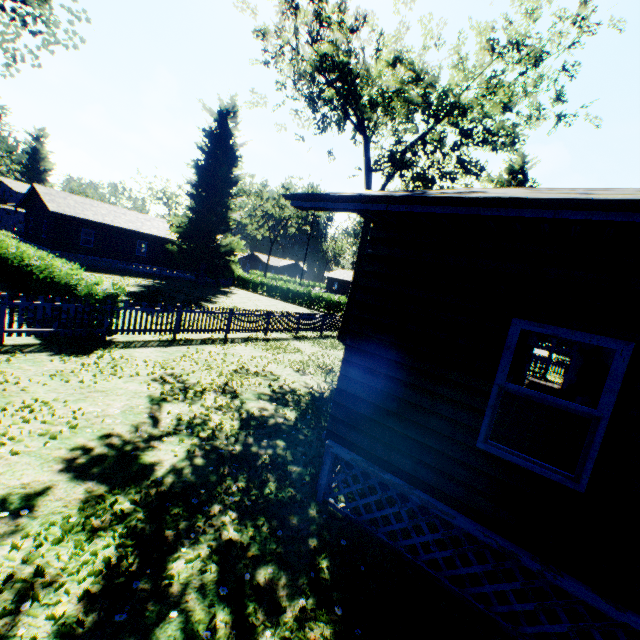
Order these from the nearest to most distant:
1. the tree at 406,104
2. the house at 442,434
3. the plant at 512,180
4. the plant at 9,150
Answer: the house at 442,434 → the tree at 406,104 → the plant at 512,180 → the plant at 9,150

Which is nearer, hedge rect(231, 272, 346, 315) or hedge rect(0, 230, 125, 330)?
hedge rect(0, 230, 125, 330)

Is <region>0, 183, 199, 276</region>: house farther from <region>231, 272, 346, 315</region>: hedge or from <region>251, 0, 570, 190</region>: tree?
<region>251, 0, 570, 190</region>: tree

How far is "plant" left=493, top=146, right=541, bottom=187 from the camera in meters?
24.2 m

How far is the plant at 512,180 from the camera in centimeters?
2418cm

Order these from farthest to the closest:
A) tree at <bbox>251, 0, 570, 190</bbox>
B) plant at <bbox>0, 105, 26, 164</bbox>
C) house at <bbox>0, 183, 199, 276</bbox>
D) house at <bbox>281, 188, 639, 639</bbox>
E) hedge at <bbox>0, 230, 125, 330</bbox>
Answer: plant at <bbox>0, 105, 26, 164</bbox> < house at <bbox>0, 183, 199, 276</bbox> < tree at <bbox>251, 0, 570, 190</bbox> < hedge at <bbox>0, 230, 125, 330</bbox> < house at <bbox>281, 188, 639, 639</bbox>

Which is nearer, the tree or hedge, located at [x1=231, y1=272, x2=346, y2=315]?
the tree

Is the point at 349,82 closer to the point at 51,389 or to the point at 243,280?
the point at 51,389
